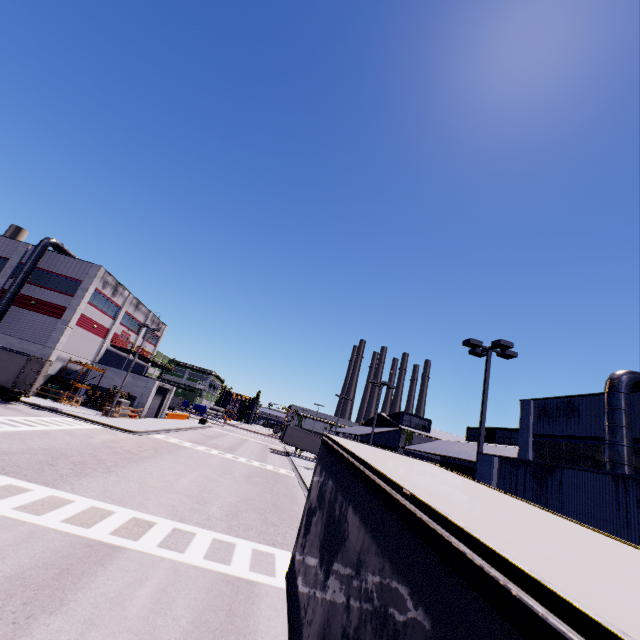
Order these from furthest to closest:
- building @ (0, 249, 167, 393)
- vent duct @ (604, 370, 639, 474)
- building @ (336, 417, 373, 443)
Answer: building @ (336, 417, 373, 443) < building @ (0, 249, 167, 393) < vent duct @ (604, 370, 639, 474)

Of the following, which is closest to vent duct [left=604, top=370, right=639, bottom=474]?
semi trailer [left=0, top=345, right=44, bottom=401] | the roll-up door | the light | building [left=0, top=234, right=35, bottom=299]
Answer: building [left=0, top=234, right=35, bottom=299]

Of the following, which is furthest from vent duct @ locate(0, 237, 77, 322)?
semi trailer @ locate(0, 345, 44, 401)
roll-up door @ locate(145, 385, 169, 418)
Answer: roll-up door @ locate(145, 385, 169, 418)

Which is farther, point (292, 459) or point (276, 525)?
point (292, 459)

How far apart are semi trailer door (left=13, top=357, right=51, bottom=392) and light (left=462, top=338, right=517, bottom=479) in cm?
3067

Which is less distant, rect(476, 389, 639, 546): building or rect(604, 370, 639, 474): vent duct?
rect(476, 389, 639, 546): building

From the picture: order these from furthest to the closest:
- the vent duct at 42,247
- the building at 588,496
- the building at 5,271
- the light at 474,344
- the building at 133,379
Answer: the building at 133,379
the building at 5,271
the vent duct at 42,247
the light at 474,344
the building at 588,496

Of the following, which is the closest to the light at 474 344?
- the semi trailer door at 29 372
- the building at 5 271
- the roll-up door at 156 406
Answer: the building at 5 271
